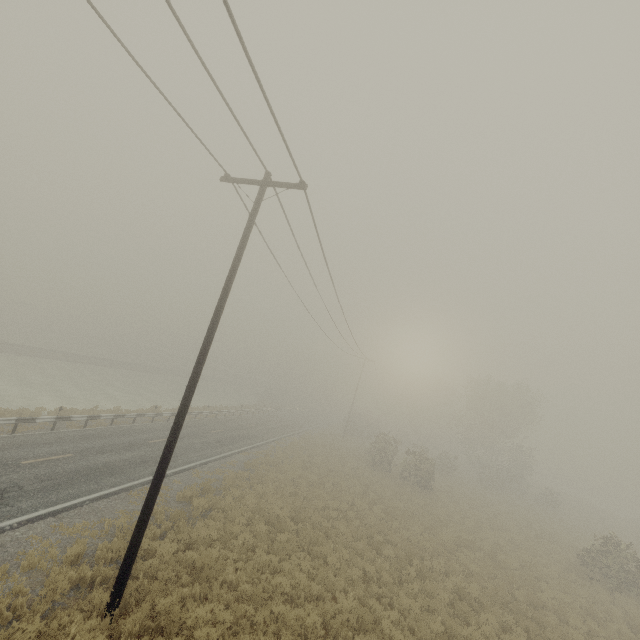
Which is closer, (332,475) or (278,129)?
(278,129)

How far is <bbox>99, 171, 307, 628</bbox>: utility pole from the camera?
7.7 meters

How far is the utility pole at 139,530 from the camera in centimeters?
769cm
